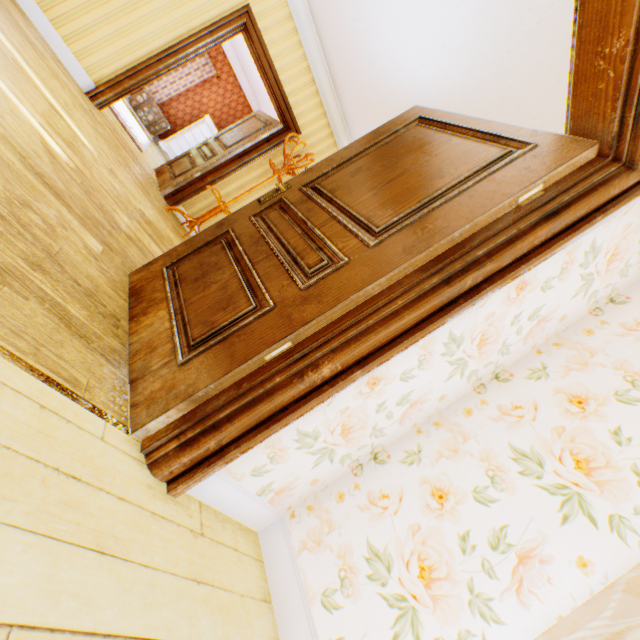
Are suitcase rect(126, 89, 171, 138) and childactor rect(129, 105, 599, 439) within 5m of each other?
no

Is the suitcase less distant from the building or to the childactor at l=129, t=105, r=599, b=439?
the building

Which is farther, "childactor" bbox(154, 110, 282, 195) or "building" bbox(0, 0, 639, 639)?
"childactor" bbox(154, 110, 282, 195)

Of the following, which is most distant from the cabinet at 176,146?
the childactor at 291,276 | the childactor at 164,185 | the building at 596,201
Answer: the childactor at 291,276

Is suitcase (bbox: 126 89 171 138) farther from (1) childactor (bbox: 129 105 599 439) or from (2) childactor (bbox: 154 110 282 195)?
(1) childactor (bbox: 129 105 599 439)

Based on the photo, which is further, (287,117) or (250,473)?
(287,117)

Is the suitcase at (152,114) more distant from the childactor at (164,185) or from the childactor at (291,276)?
the childactor at (291,276)

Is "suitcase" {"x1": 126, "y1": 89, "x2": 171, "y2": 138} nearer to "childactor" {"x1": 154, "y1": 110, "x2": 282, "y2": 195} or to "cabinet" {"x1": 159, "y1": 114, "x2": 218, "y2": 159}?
"cabinet" {"x1": 159, "y1": 114, "x2": 218, "y2": 159}
